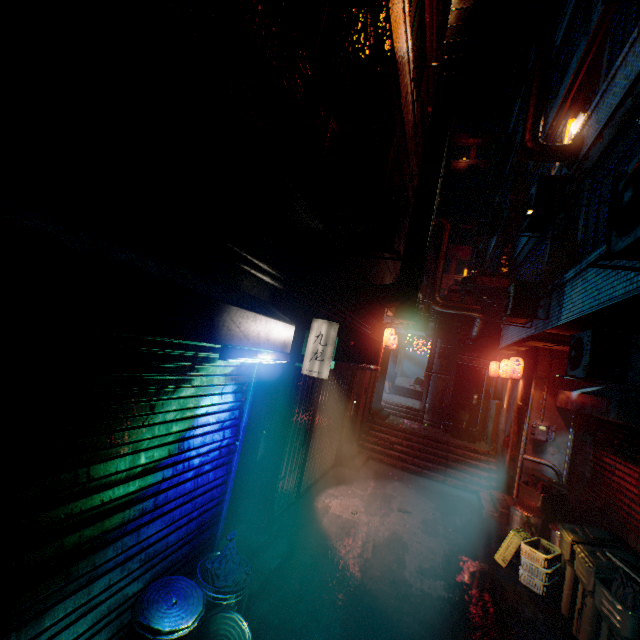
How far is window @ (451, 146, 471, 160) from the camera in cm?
3272

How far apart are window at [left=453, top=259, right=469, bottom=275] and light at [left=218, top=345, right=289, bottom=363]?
31.38m

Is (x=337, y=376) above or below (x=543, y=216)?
below

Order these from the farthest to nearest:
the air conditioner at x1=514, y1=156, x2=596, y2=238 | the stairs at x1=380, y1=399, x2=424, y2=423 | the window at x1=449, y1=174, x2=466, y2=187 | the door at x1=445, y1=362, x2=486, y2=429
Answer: the window at x1=449, y1=174, x2=466, y2=187, the stairs at x1=380, y1=399, x2=424, y2=423, the door at x1=445, y1=362, x2=486, y2=429, the air conditioner at x1=514, y1=156, x2=596, y2=238

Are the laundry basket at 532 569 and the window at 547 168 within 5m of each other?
no

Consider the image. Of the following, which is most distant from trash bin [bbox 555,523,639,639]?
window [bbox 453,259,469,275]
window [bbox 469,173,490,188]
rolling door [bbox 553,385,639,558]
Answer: window [bbox 469,173,490,188]

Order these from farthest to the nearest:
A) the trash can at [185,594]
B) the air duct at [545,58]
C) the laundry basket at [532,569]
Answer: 1. the air duct at [545,58]
2. the laundry basket at [532,569]
3. the trash can at [185,594]

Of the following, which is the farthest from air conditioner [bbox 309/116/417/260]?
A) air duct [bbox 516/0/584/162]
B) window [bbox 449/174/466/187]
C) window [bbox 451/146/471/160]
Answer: window [bbox 451/146/471/160]
